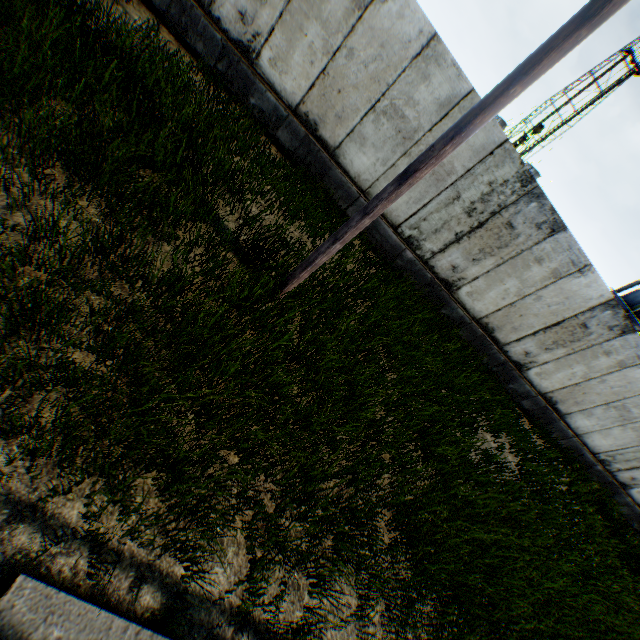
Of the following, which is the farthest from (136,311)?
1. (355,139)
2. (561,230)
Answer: (561,230)

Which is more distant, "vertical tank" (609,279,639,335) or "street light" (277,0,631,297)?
"vertical tank" (609,279,639,335)

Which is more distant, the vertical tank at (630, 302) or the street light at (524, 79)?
the vertical tank at (630, 302)

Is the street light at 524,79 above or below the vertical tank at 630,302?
below

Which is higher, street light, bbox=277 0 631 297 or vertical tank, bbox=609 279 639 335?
vertical tank, bbox=609 279 639 335
